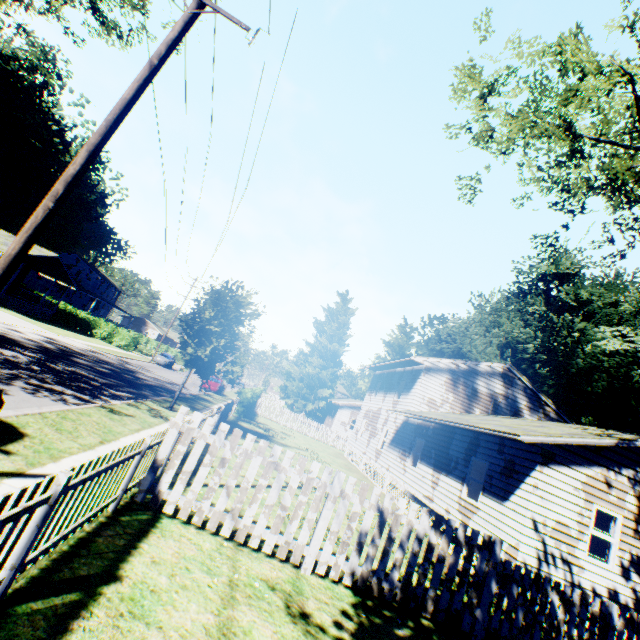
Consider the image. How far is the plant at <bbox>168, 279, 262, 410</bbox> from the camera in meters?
14.9 m

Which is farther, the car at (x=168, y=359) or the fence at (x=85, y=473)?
the car at (x=168, y=359)

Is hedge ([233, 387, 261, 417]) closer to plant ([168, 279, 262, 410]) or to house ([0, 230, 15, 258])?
plant ([168, 279, 262, 410])

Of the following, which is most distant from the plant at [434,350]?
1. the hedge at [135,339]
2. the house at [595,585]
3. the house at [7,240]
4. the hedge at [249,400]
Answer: the house at [7,240]

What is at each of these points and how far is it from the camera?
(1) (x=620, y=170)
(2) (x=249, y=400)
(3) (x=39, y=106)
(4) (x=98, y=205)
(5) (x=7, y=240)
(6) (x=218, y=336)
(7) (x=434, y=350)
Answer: (1) plant, 12.4m
(2) hedge, 25.2m
(3) plant, 45.2m
(4) plant, 58.4m
(5) house, 31.2m
(6) plant, 14.9m
(7) plant, 41.0m

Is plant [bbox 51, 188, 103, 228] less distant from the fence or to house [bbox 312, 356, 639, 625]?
house [bbox 312, 356, 639, 625]

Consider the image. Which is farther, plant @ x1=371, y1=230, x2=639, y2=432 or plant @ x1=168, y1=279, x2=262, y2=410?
plant @ x1=371, y1=230, x2=639, y2=432

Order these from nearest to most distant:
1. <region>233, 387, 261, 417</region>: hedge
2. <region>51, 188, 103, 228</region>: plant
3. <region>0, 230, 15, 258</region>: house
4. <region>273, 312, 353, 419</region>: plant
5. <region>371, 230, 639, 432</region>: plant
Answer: <region>233, 387, 261, 417</region>: hedge
<region>371, 230, 639, 432</region>: plant
<region>0, 230, 15, 258</region>: house
<region>273, 312, 353, 419</region>: plant
<region>51, 188, 103, 228</region>: plant
